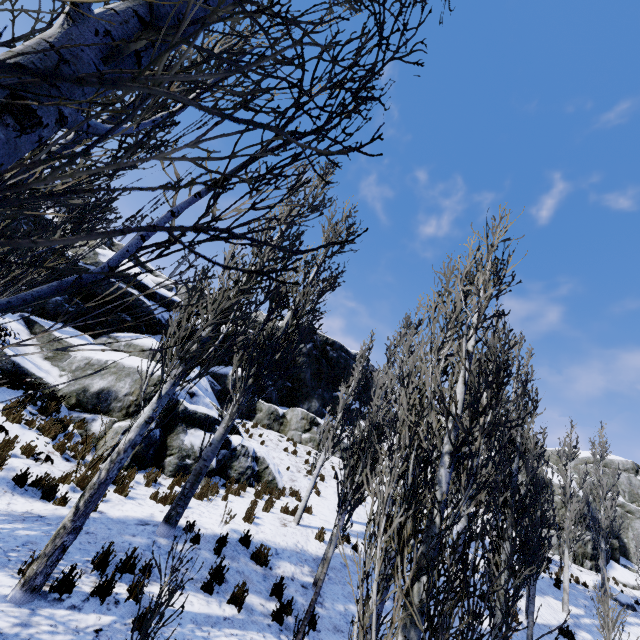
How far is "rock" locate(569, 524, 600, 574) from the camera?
22.9 meters

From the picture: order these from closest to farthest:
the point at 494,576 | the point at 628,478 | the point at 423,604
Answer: the point at 423,604
the point at 494,576
the point at 628,478

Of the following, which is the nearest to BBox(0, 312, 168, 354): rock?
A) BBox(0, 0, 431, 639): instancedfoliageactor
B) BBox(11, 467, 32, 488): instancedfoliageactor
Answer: BBox(0, 0, 431, 639): instancedfoliageactor

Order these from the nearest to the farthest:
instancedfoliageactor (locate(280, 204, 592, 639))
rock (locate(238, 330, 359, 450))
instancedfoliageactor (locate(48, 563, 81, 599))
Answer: instancedfoliageactor (locate(280, 204, 592, 639)), instancedfoliageactor (locate(48, 563, 81, 599)), rock (locate(238, 330, 359, 450))

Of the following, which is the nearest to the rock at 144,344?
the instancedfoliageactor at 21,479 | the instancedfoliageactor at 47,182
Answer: the instancedfoliageactor at 47,182

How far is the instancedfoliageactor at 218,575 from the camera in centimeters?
605cm

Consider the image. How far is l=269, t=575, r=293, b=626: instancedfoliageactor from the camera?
6.3m

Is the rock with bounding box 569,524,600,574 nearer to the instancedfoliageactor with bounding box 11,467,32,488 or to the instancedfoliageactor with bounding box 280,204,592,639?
the instancedfoliageactor with bounding box 280,204,592,639
